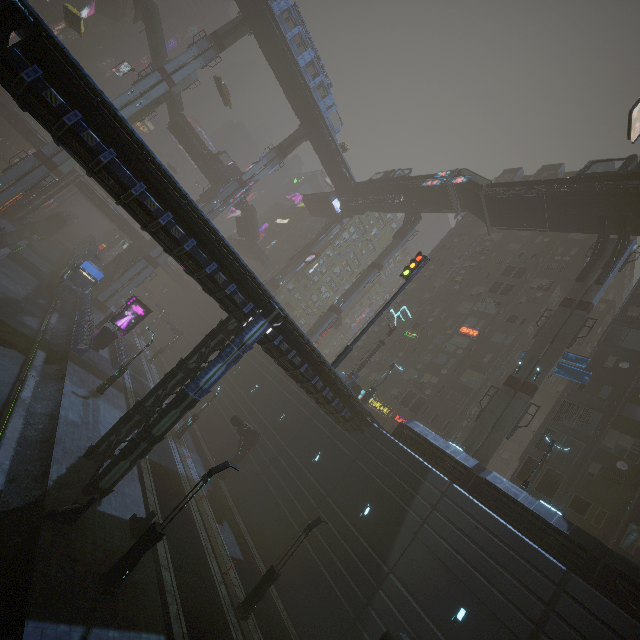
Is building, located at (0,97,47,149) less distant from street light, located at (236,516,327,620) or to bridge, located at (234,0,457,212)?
bridge, located at (234,0,457,212)

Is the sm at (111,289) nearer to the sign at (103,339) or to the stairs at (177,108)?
the stairs at (177,108)

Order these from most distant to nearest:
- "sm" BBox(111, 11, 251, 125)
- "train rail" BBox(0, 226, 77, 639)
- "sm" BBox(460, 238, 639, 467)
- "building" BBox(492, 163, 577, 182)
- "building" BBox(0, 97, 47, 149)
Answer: "building" BBox(492, 163, 577, 182)
"building" BBox(0, 97, 47, 149)
"sm" BBox(111, 11, 251, 125)
"sm" BBox(460, 238, 639, 467)
"train rail" BBox(0, 226, 77, 639)

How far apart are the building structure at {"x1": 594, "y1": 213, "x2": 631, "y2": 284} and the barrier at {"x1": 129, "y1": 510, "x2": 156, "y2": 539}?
35.1m

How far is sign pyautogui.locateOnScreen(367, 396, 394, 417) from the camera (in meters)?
36.94

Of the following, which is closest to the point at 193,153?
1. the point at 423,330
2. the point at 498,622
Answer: the point at 423,330

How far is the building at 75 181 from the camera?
50.38m

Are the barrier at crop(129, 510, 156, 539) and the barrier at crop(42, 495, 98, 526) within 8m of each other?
yes
